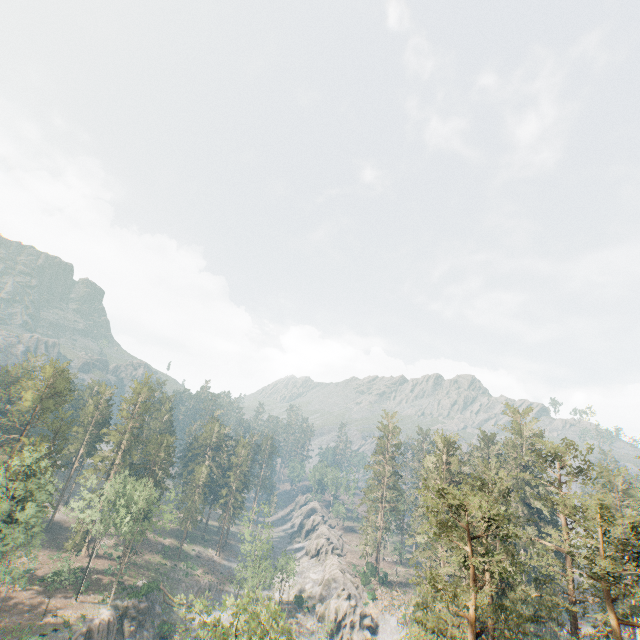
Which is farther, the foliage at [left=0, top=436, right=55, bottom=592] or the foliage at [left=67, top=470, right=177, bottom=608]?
the foliage at [left=67, top=470, right=177, bottom=608]

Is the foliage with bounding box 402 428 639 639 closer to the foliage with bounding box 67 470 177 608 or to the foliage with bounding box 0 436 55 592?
the foliage with bounding box 67 470 177 608

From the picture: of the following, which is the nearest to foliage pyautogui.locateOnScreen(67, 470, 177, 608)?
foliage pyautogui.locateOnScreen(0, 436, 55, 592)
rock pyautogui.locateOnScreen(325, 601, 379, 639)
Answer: foliage pyautogui.locateOnScreen(0, 436, 55, 592)

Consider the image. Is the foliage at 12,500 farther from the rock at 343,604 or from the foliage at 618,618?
the rock at 343,604

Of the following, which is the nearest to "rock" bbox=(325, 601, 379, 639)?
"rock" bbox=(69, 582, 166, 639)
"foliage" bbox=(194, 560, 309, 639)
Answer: "foliage" bbox=(194, 560, 309, 639)

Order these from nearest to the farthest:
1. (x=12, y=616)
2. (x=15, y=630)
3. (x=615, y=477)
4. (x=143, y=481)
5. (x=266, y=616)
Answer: (x=266, y=616) < (x=15, y=630) < (x=12, y=616) < (x=615, y=477) < (x=143, y=481)

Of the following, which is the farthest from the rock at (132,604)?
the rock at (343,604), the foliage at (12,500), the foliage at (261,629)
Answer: the foliage at (261,629)

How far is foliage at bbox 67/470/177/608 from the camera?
52.8m
